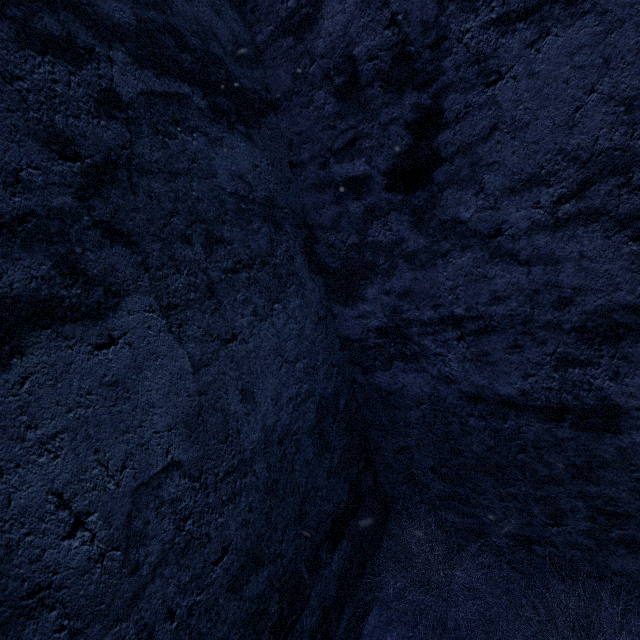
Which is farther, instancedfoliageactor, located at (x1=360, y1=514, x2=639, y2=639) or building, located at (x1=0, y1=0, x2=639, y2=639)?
instancedfoliageactor, located at (x1=360, y1=514, x2=639, y2=639)

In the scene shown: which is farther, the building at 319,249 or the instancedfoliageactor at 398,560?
the instancedfoliageactor at 398,560

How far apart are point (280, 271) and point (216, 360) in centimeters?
74cm

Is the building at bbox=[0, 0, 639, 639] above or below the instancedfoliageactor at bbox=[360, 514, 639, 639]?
above

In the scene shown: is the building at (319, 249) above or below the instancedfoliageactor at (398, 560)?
above
